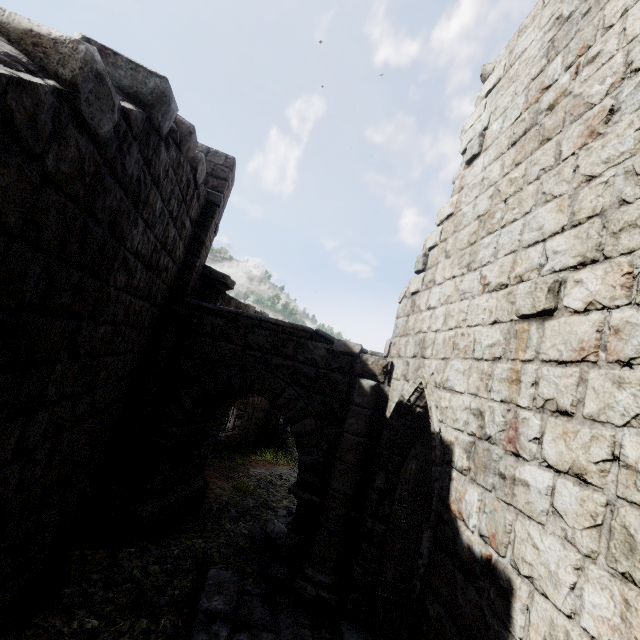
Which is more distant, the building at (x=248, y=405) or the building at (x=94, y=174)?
the building at (x=248, y=405)

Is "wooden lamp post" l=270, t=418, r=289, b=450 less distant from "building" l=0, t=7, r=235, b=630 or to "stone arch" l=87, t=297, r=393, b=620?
"building" l=0, t=7, r=235, b=630

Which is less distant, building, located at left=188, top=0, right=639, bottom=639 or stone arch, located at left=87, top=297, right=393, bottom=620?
building, located at left=188, top=0, right=639, bottom=639

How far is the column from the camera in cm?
866

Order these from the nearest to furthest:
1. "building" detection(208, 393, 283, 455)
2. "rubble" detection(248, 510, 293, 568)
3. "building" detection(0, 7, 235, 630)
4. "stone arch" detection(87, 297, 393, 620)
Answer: "building" detection(0, 7, 235, 630) < "stone arch" detection(87, 297, 393, 620) < "rubble" detection(248, 510, 293, 568) < "building" detection(208, 393, 283, 455)

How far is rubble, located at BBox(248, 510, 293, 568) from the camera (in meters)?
6.69

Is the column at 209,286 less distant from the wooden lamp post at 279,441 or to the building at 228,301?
the building at 228,301

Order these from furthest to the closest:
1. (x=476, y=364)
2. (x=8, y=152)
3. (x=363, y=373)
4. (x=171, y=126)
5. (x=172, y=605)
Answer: (x=363, y=373) < (x=172, y=605) < (x=171, y=126) < (x=476, y=364) < (x=8, y=152)
